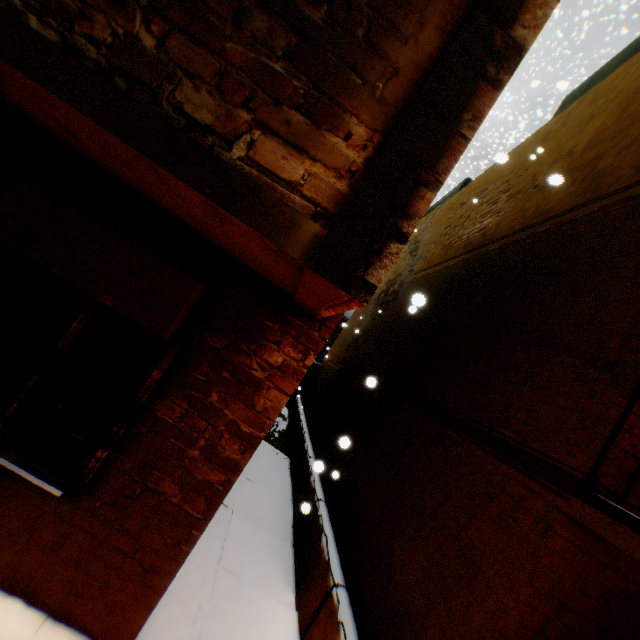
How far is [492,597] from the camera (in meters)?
2.51

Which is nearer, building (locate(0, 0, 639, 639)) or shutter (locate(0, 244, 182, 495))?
building (locate(0, 0, 639, 639))

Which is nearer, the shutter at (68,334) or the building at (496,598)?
the building at (496,598)
